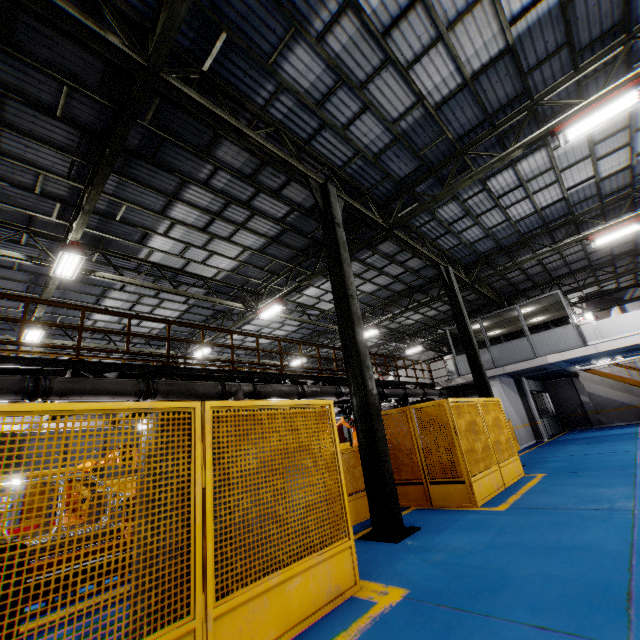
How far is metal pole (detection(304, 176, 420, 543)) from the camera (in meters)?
5.75

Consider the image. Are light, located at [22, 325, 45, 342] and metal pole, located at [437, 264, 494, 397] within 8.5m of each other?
no

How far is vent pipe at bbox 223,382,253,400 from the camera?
9.1 meters

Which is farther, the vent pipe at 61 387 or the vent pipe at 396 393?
the vent pipe at 396 393

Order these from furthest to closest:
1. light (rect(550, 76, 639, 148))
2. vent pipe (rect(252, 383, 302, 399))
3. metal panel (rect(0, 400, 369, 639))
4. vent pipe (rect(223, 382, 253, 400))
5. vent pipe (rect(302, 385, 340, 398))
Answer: vent pipe (rect(302, 385, 340, 398)) → vent pipe (rect(252, 383, 302, 399)) → vent pipe (rect(223, 382, 253, 400)) → light (rect(550, 76, 639, 148)) → metal panel (rect(0, 400, 369, 639))

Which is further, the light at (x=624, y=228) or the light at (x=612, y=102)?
the light at (x=624, y=228)

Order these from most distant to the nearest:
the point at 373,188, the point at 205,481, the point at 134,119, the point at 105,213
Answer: the point at 373,188
the point at 105,213
the point at 134,119
the point at 205,481

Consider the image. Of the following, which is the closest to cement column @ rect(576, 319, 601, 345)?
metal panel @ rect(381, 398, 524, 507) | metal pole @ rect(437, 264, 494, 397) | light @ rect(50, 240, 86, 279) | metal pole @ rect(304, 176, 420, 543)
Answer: metal panel @ rect(381, 398, 524, 507)
